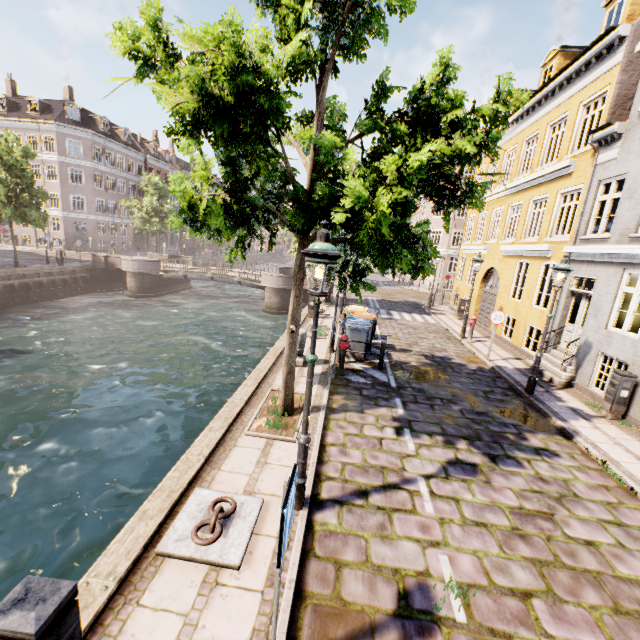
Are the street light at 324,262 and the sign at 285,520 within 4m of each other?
yes

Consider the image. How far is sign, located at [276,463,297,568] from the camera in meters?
2.1

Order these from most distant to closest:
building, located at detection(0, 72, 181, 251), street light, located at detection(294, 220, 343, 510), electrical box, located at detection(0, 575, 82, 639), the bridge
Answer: building, located at detection(0, 72, 181, 251) < the bridge < street light, located at detection(294, 220, 343, 510) < electrical box, located at detection(0, 575, 82, 639)

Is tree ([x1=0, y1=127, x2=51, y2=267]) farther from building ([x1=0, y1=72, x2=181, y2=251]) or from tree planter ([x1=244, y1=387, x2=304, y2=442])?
building ([x1=0, y1=72, x2=181, y2=251])

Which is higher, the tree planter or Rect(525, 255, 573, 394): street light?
Rect(525, 255, 573, 394): street light

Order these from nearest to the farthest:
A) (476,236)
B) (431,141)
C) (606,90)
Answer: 1. (431,141)
2. (606,90)
3. (476,236)

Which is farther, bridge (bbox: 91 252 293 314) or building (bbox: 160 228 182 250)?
building (bbox: 160 228 182 250)

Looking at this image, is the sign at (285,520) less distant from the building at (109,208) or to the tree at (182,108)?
the tree at (182,108)
